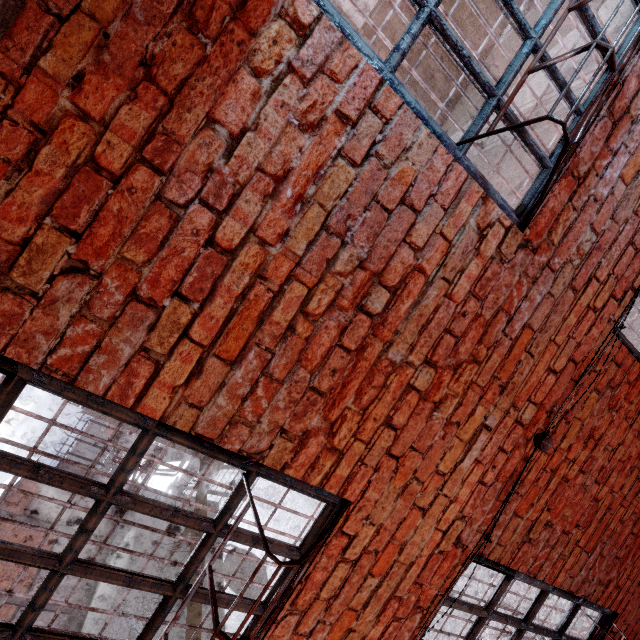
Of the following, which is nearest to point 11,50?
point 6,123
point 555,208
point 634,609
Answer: point 6,123

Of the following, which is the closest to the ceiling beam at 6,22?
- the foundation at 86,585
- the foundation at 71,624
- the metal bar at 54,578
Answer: the metal bar at 54,578

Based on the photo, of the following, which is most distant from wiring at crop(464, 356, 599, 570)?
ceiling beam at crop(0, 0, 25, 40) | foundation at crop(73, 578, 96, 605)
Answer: foundation at crop(73, 578, 96, 605)

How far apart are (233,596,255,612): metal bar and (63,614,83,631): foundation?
28.48m

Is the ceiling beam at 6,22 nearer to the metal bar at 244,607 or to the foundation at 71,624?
the metal bar at 244,607

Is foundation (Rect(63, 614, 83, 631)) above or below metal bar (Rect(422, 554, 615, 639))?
below

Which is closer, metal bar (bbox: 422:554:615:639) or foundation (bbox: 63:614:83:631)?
metal bar (bbox: 422:554:615:639)

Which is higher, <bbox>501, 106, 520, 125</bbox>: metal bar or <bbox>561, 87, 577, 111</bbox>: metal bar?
<bbox>501, 106, 520, 125</bbox>: metal bar
